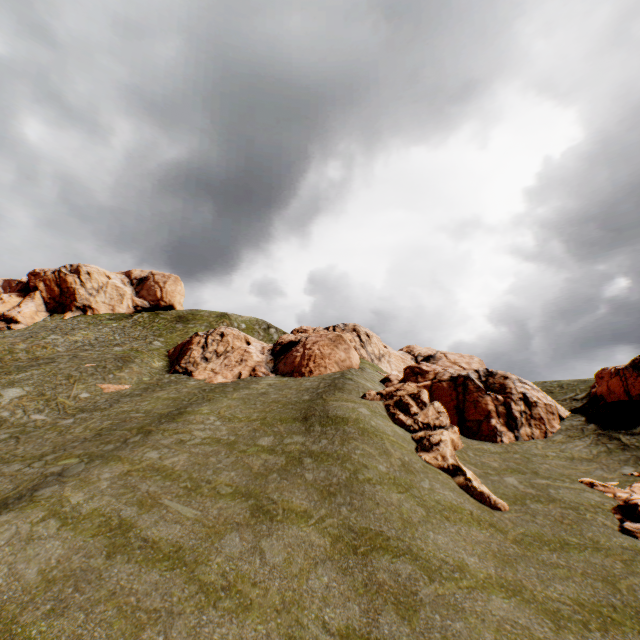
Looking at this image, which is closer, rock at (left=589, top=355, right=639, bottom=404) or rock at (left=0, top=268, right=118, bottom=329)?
rock at (left=589, top=355, right=639, bottom=404)

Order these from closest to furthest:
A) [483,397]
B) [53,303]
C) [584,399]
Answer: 1. [483,397]
2. [584,399]
3. [53,303]

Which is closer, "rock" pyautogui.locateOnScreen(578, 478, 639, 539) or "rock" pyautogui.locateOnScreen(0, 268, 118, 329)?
"rock" pyautogui.locateOnScreen(578, 478, 639, 539)

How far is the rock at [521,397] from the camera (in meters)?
19.03

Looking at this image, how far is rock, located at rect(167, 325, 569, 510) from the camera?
19.0 meters

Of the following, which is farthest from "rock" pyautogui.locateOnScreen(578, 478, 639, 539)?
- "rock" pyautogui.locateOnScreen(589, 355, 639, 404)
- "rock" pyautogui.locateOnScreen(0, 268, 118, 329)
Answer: "rock" pyautogui.locateOnScreen(0, 268, 118, 329)

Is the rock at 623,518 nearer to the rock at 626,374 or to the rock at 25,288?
the rock at 626,374
